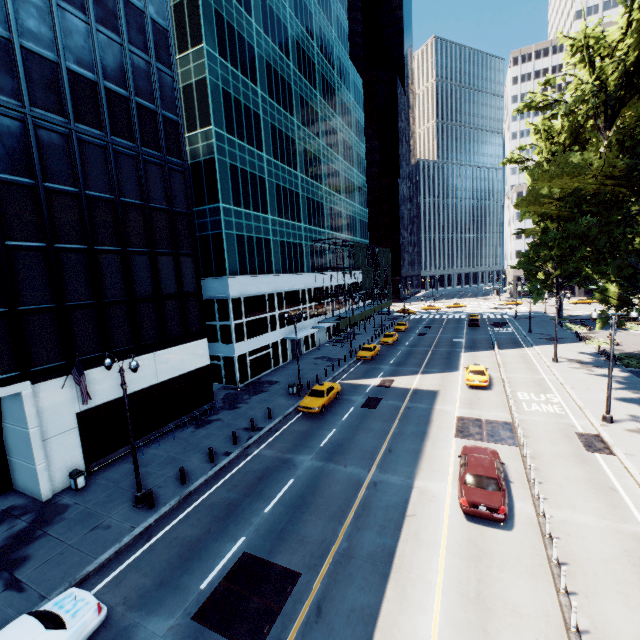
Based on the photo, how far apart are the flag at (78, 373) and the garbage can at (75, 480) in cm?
382

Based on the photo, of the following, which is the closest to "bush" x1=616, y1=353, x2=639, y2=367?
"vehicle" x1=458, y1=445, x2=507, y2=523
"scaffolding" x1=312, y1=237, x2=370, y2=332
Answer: "vehicle" x1=458, y1=445, x2=507, y2=523

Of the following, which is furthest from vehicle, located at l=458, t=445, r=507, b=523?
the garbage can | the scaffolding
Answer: the scaffolding

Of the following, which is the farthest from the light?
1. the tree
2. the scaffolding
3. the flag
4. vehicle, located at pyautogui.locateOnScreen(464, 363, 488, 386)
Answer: the scaffolding

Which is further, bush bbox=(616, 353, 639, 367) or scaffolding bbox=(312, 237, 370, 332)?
scaffolding bbox=(312, 237, 370, 332)

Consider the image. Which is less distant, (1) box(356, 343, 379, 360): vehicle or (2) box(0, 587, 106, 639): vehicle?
(2) box(0, 587, 106, 639): vehicle

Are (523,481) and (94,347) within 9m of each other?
no

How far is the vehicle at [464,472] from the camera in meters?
13.0 m
